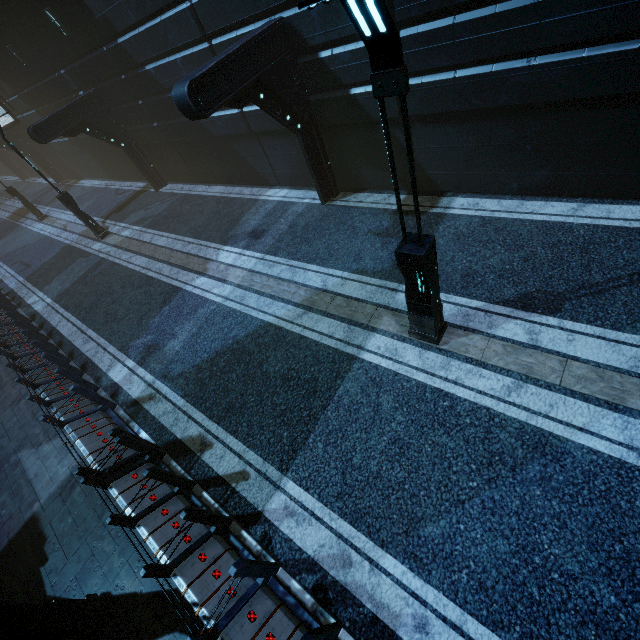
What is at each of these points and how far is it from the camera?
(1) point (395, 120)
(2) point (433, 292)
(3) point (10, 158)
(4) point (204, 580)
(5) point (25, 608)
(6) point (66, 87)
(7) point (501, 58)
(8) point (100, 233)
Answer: (1) building, 8.63m
(2) street light, 5.58m
(3) building, 34.34m
(4) building, 4.85m
(5) street light, 4.74m
(6) building, 16.31m
(7) building, 6.38m
(8) street light, 16.33m

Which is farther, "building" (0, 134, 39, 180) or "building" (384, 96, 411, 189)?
"building" (0, 134, 39, 180)

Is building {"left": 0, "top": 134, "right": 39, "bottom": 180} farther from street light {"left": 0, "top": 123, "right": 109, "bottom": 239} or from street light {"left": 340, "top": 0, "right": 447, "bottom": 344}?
street light {"left": 340, "top": 0, "right": 447, "bottom": 344}

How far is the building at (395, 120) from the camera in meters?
8.2 m

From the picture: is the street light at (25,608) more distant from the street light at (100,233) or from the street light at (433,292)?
the street light at (100,233)

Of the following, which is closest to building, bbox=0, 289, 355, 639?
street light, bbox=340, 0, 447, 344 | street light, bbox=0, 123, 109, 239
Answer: street light, bbox=0, 123, 109, 239

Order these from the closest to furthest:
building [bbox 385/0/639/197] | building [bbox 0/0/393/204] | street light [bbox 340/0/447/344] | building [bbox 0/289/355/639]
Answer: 1. street light [bbox 340/0/447/344]
2. building [bbox 0/289/355/639]
3. building [bbox 385/0/639/197]
4. building [bbox 0/0/393/204]
